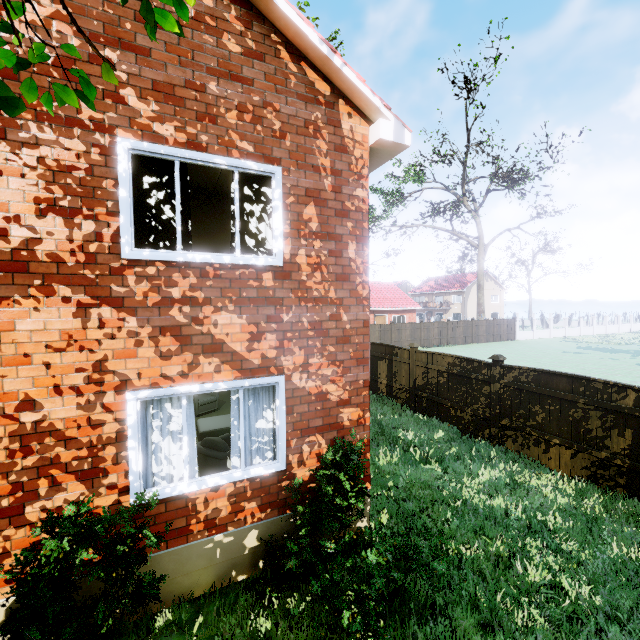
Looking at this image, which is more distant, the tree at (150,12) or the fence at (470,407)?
the fence at (470,407)

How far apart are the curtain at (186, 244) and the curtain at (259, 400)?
1.76m

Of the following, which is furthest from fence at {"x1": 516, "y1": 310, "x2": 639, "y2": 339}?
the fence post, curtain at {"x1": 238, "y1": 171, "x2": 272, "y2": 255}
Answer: curtain at {"x1": 238, "y1": 171, "x2": 272, "y2": 255}

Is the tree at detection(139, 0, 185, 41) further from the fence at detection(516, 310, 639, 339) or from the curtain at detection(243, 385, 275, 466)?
the curtain at detection(243, 385, 275, 466)

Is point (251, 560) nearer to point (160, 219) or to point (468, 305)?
point (160, 219)

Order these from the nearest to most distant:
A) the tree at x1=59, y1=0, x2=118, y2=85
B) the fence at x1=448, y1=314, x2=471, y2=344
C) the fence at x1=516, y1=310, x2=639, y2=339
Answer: the tree at x1=59, y1=0, x2=118, y2=85 → the fence at x1=448, y1=314, x2=471, y2=344 → the fence at x1=516, y1=310, x2=639, y2=339

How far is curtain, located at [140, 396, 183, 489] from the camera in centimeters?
411cm

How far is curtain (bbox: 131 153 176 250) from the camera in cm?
399
